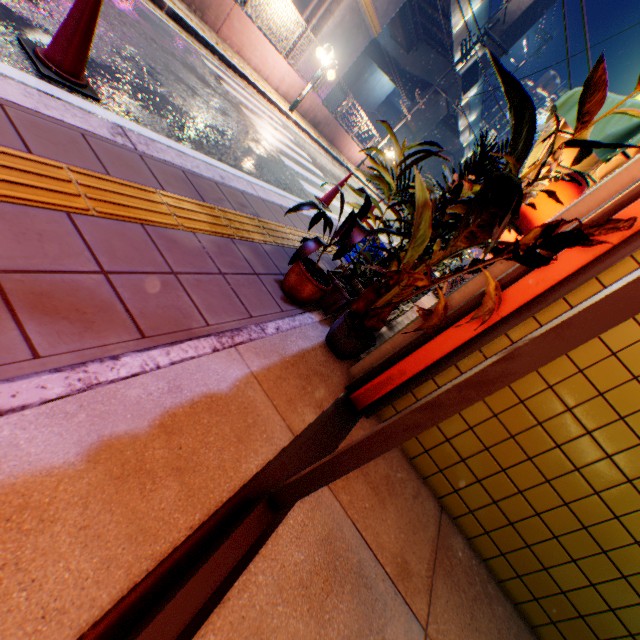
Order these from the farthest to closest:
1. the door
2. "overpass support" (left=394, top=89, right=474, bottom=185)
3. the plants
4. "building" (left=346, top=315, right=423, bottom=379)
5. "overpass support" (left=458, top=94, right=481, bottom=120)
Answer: "overpass support" (left=458, top=94, right=481, bottom=120) → "overpass support" (left=394, top=89, right=474, bottom=185) → "building" (left=346, top=315, right=423, bottom=379) → the plants → the door

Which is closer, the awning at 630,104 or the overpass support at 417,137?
the awning at 630,104

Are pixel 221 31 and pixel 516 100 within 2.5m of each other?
no

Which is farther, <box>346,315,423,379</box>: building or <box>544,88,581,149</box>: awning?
<box>544,88,581,149</box>: awning

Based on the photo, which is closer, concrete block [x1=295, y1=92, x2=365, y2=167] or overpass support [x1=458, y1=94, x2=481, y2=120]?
concrete block [x1=295, y1=92, x2=365, y2=167]

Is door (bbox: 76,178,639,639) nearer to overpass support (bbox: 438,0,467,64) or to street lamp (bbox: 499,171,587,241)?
street lamp (bbox: 499,171,587,241)

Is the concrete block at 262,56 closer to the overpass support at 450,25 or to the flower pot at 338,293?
the overpass support at 450,25

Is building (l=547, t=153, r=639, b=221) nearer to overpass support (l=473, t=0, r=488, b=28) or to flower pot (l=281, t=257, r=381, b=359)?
flower pot (l=281, t=257, r=381, b=359)
